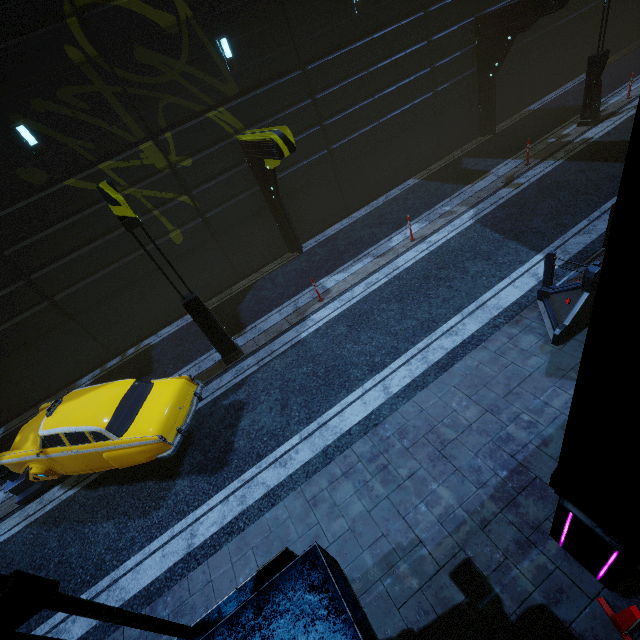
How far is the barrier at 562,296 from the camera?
6.3 meters

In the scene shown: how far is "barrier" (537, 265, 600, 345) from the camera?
6.28m

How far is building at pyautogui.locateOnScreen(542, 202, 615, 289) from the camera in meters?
6.8 m

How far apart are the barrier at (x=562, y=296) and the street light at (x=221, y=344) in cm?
795

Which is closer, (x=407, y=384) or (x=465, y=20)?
(x=407, y=384)

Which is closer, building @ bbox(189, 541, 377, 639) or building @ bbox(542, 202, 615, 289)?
building @ bbox(189, 541, 377, 639)

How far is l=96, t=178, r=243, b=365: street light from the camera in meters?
7.2 m
